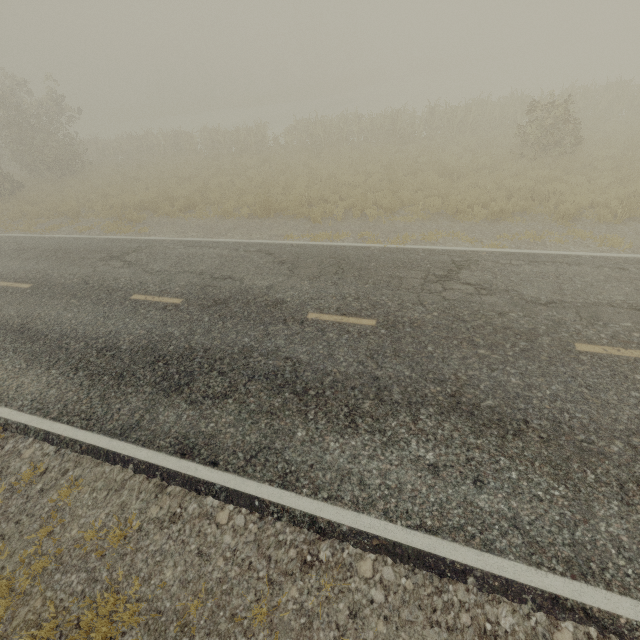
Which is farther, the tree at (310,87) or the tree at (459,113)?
the tree at (310,87)

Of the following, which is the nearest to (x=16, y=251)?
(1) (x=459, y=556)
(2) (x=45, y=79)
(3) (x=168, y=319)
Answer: (3) (x=168, y=319)

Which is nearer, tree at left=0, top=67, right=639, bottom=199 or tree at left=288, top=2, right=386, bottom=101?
tree at left=0, top=67, right=639, bottom=199
